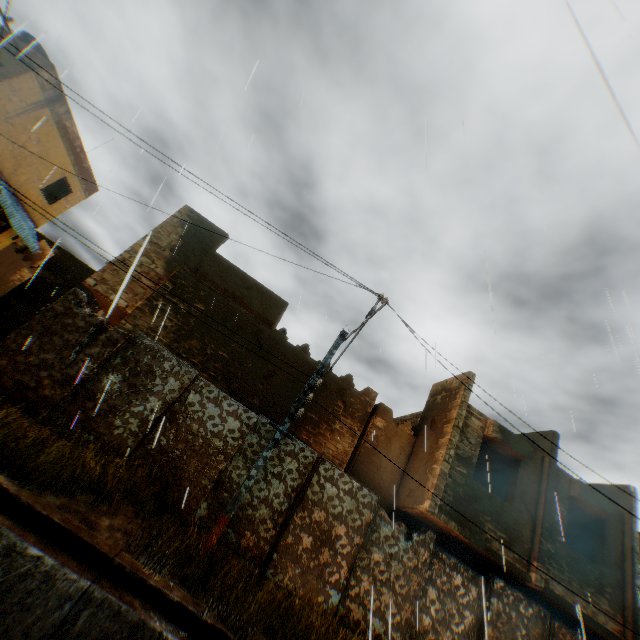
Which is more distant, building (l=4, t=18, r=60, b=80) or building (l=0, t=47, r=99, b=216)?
building (l=0, t=47, r=99, b=216)

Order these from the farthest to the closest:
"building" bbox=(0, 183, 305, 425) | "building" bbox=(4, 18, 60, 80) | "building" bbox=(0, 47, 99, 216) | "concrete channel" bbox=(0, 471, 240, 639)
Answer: "building" bbox=(0, 47, 99, 216) < "building" bbox=(4, 18, 60, 80) < "building" bbox=(0, 183, 305, 425) < "concrete channel" bbox=(0, 471, 240, 639)

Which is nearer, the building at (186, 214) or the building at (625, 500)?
the building at (625, 500)

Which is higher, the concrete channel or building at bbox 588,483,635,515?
building at bbox 588,483,635,515

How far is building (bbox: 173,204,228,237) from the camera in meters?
12.9

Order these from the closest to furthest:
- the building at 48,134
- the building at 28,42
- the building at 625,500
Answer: the building at 625,500 < the building at 28,42 < the building at 48,134

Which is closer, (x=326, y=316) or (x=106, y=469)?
(x=106, y=469)
